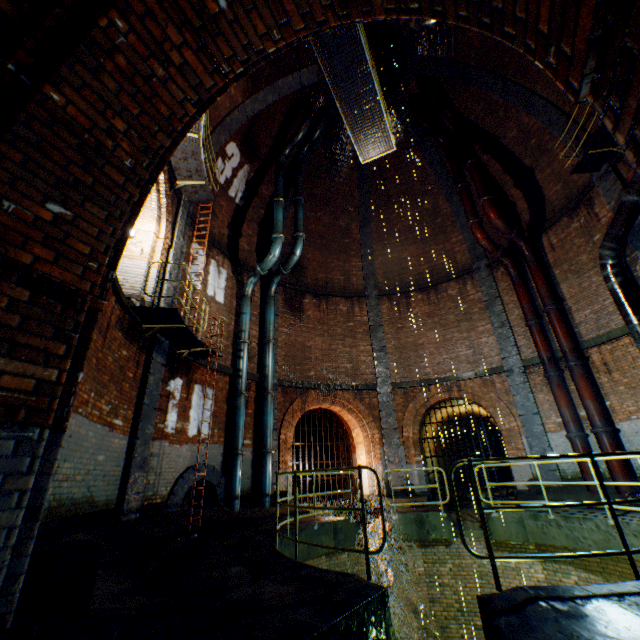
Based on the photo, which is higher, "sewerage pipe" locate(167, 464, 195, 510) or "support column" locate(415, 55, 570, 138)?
"support column" locate(415, 55, 570, 138)

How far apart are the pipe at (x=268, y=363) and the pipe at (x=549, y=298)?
9.25m

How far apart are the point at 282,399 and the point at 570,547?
9.85m

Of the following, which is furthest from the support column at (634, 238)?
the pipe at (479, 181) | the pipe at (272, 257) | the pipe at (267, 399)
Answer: the pipe at (267, 399)

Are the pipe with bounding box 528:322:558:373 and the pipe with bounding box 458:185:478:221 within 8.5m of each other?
yes

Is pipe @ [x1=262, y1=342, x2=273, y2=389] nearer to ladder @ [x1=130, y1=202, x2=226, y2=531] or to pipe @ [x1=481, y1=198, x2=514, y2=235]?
ladder @ [x1=130, y1=202, x2=226, y2=531]

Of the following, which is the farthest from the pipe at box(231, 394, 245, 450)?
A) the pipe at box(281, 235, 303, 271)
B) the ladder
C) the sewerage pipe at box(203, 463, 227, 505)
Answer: the pipe at box(281, 235, 303, 271)

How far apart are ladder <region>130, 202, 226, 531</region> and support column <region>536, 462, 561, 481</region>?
10.33m
